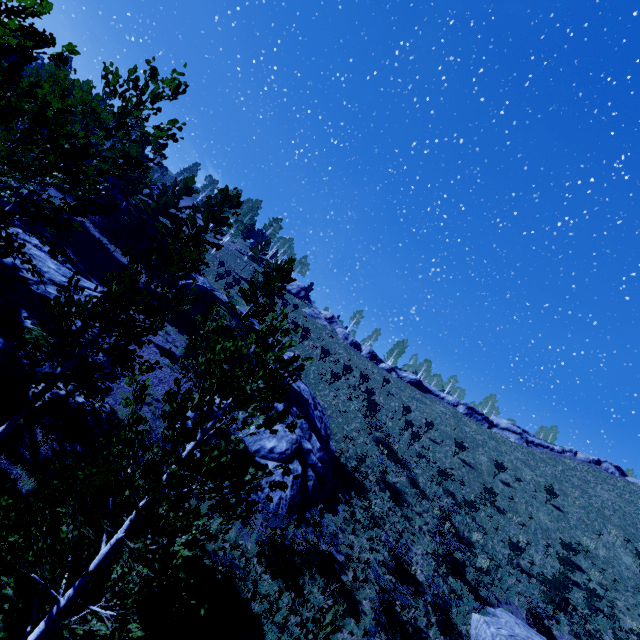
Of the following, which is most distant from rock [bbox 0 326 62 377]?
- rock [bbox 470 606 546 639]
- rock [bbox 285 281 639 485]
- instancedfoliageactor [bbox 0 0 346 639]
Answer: rock [bbox 285 281 639 485]

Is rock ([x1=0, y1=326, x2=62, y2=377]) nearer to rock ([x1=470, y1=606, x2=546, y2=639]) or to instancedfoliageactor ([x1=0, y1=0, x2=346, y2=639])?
instancedfoliageactor ([x1=0, y1=0, x2=346, y2=639])

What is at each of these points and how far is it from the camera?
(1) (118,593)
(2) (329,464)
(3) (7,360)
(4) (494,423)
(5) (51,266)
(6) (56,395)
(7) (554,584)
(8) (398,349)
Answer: (1) instancedfoliageactor, 4.9 meters
(2) rock, 19.7 meters
(3) rock, 11.1 meters
(4) rock, 44.3 meters
(5) rock, 17.7 meters
(6) rock, 11.7 meters
(7) instancedfoliageactor, 20.2 meters
(8) instancedfoliageactor, 59.4 meters

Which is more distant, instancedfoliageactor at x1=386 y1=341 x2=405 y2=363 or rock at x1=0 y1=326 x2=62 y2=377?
instancedfoliageactor at x1=386 y1=341 x2=405 y2=363

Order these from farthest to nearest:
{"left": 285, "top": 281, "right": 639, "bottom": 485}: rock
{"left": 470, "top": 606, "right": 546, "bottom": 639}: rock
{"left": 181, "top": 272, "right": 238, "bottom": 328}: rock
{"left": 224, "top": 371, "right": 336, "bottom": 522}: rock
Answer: {"left": 285, "top": 281, "right": 639, "bottom": 485}: rock < {"left": 181, "top": 272, "right": 238, "bottom": 328}: rock < {"left": 224, "top": 371, "right": 336, "bottom": 522}: rock < {"left": 470, "top": 606, "right": 546, "bottom": 639}: rock

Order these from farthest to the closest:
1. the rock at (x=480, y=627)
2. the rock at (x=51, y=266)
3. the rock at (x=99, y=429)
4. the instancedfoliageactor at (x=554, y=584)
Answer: the instancedfoliageactor at (x=554, y=584), the rock at (x=480, y=627), the rock at (x=51, y=266), the rock at (x=99, y=429)

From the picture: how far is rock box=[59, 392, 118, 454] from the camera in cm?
1189

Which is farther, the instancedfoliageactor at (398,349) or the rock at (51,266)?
the instancedfoliageactor at (398,349)
